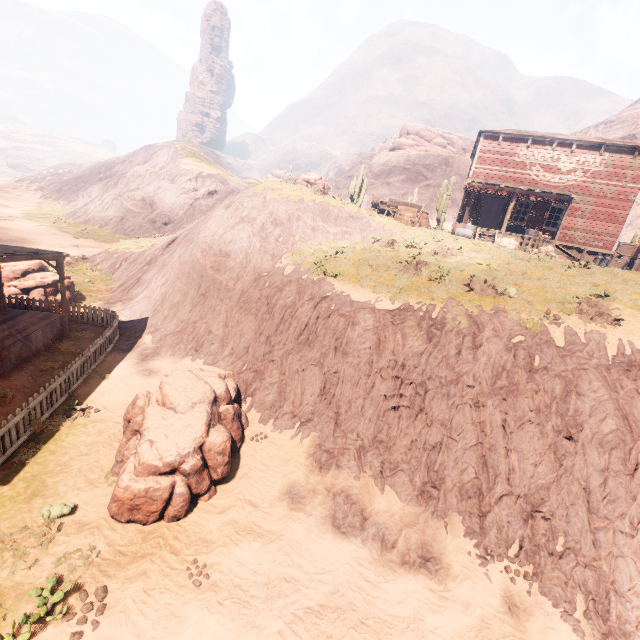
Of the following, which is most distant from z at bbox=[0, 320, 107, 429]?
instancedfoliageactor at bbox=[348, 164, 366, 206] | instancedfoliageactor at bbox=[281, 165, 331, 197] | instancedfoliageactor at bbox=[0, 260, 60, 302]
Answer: instancedfoliageactor at bbox=[348, 164, 366, 206]

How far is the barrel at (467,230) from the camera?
20.64m

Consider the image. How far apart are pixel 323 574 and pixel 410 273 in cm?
1080

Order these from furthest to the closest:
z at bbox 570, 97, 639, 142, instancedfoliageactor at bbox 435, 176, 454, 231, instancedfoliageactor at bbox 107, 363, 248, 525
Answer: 1. z at bbox 570, 97, 639, 142
2. instancedfoliageactor at bbox 435, 176, 454, 231
3. instancedfoliageactor at bbox 107, 363, 248, 525

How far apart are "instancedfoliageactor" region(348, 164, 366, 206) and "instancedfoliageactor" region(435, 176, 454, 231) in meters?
6.8

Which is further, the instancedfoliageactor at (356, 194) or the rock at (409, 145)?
the rock at (409, 145)

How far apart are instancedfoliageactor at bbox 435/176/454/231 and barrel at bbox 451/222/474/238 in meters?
8.6 m

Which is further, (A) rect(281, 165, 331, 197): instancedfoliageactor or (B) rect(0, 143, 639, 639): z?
(A) rect(281, 165, 331, 197): instancedfoliageactor
